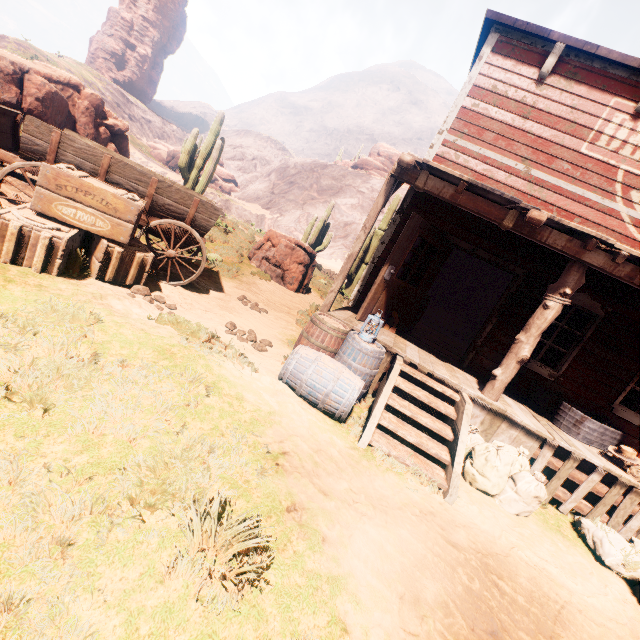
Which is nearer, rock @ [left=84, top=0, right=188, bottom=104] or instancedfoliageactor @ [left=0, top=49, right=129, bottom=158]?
instancedfoliageactor @ [left=0, top=49, right=129, bottom=158]

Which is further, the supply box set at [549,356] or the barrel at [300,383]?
the supply box set at [549,356]

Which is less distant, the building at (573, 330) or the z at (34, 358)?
the z at (34, 358)

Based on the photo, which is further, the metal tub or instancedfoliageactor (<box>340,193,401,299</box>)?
instancedfoliageactor (<box>340,193,401,299</box>)

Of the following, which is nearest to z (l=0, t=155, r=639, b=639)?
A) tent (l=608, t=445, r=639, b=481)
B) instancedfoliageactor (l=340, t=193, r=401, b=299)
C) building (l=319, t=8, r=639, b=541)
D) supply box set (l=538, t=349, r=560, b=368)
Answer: building (l=319, t=8, r=639, b=541)

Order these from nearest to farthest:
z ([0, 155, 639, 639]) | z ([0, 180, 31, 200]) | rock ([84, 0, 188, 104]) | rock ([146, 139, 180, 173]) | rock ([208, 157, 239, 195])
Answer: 1. z ([0, 155, 639, 639])
2. z ([0, 180, 31, 200])
3. rock ([146, 139, 180, 173])
4. rock ([208, 157, 239, 195])
5. rock ([84, 0, 188, 104])

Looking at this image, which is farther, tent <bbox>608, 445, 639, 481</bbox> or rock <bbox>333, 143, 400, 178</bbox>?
rock <bbox>333, 143, 400, 178</bbox>

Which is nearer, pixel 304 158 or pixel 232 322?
pixel 232 322
